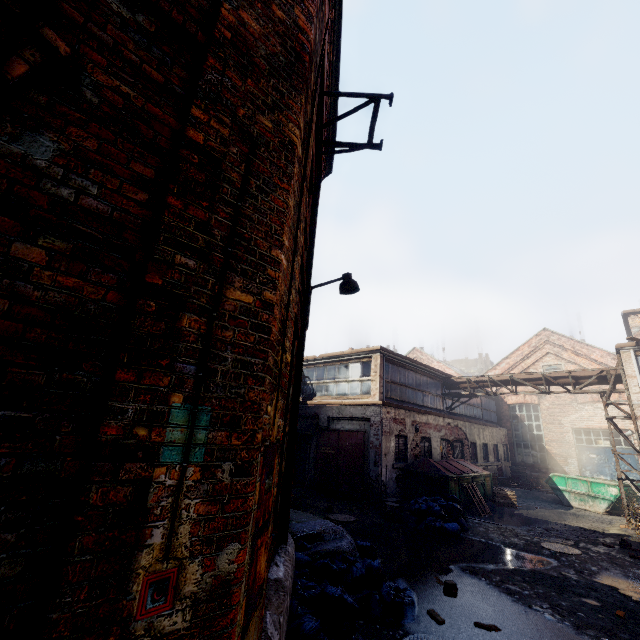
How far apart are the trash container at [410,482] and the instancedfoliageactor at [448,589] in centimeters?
644cm

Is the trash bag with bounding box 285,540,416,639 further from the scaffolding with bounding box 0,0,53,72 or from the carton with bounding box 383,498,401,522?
the carton with bounding box 383,498,401,522

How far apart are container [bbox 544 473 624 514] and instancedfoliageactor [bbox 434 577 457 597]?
13.7 meters

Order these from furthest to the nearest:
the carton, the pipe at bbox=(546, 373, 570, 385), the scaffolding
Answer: the pipe at bbox=(546, 373, 570, 385) < the carton < the scaffolding

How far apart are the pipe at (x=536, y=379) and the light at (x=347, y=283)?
13.8m

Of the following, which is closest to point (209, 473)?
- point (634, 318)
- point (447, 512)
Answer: Result: point (447, 512)

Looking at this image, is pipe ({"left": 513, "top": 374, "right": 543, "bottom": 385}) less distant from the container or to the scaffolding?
the container

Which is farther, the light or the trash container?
the trash container
